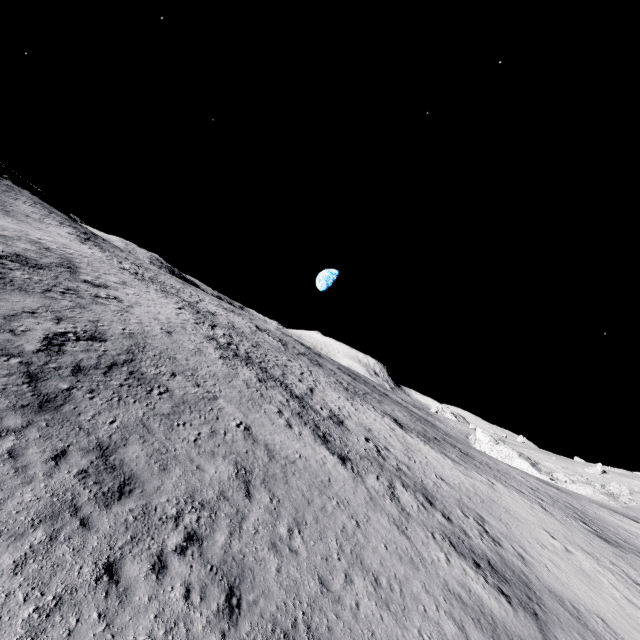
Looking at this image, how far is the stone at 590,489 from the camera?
53.4m

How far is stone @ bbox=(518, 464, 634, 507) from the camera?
53.4m

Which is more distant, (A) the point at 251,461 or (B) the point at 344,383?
(B) the point at 344,383
